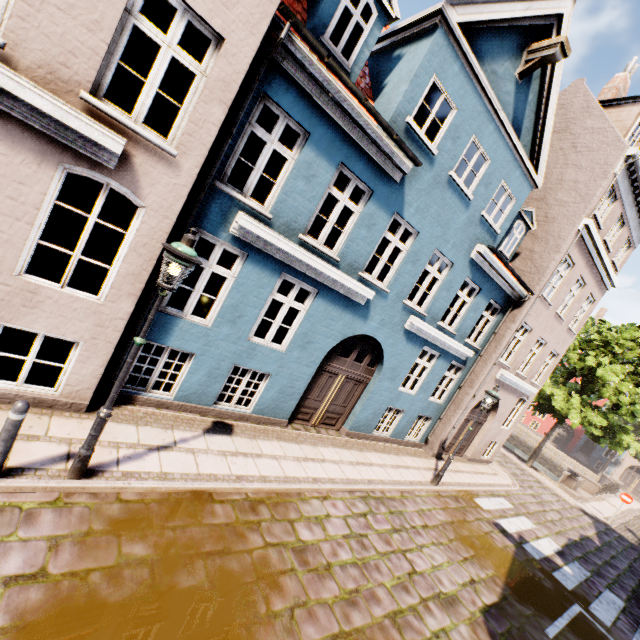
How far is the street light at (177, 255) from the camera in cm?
398

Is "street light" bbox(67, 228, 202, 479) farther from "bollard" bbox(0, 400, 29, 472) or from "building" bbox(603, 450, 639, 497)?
"building" bbox(603, 450, 639, 497)

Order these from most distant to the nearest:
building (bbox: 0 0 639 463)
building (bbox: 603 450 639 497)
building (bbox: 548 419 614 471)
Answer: building (bbox: 548 419 614 471)
building (bbox: 603 450 639 497)
building (bbox: 0 0 639 463)

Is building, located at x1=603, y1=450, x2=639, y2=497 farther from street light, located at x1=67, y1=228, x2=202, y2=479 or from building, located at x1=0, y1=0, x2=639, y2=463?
street light, located at x1=67, y1=228, x2=202, y2=479

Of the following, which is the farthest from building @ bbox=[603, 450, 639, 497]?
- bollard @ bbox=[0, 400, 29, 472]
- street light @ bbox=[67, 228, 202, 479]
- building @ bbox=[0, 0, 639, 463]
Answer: bollard @ bbox=[0, 400, 29, 472]

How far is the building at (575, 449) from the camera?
39.38m

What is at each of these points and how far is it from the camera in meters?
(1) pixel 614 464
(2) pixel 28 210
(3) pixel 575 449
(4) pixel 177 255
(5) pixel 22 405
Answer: (1) building, 38.2
(2) building, 4.4
(3) building, 41.2
(4) street light, 3.9
(5) bollard, 3.8
